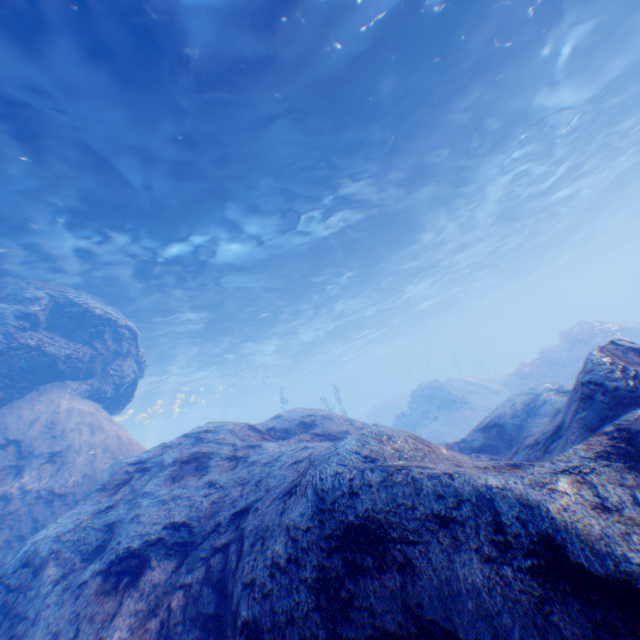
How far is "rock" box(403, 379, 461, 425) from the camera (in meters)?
21.69

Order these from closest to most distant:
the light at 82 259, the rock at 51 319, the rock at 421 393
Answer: the rock at 51 319 < the light at 82 259 < the rock at 421 393

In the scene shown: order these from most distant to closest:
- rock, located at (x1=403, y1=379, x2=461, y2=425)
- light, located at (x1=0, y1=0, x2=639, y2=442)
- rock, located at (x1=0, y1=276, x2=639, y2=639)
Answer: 1. rock, located at (x1=403, y1=379, x2=461, y2=425)
2. light, located at (x1=0, y1=0, x2=639, y2=442)
3. rock, located at (x1=0, y1=276, x2=639, y2=639)

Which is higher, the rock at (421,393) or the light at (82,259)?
the light at (82,259)

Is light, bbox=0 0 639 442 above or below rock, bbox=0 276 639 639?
above

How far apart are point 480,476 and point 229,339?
23.17m

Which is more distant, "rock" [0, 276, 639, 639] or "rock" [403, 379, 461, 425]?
"rock" [403, 379, 461, 425]
